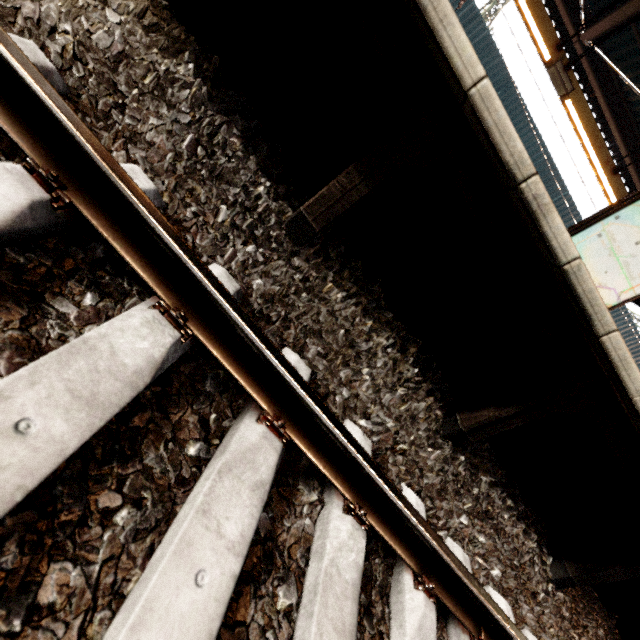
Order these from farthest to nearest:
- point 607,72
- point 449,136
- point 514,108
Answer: point 514,108 → point 607,72 → point 449,136

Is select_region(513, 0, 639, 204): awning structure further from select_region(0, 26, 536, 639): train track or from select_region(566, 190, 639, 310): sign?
select_region(0, 26, 536, 639): train track

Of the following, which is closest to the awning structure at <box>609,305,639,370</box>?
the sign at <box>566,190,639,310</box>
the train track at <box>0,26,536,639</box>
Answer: the sign at <box>566,190,639,310</box>

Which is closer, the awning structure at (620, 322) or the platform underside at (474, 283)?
the platform underside at (474, 283)

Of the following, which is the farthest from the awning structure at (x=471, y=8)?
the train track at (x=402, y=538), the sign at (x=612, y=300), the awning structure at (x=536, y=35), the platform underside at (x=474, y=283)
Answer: the train track at (x=402, y=538)

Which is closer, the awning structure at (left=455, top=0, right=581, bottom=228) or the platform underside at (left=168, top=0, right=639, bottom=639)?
the platform underside at (left=168, top=0, right=639, bottom=639)

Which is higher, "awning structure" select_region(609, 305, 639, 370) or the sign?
"awning structure" select_region(609, 305, 639, 370)

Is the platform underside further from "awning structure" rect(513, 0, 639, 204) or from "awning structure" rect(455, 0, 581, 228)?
"awning structure" rect(455, 0, 581, 228)
